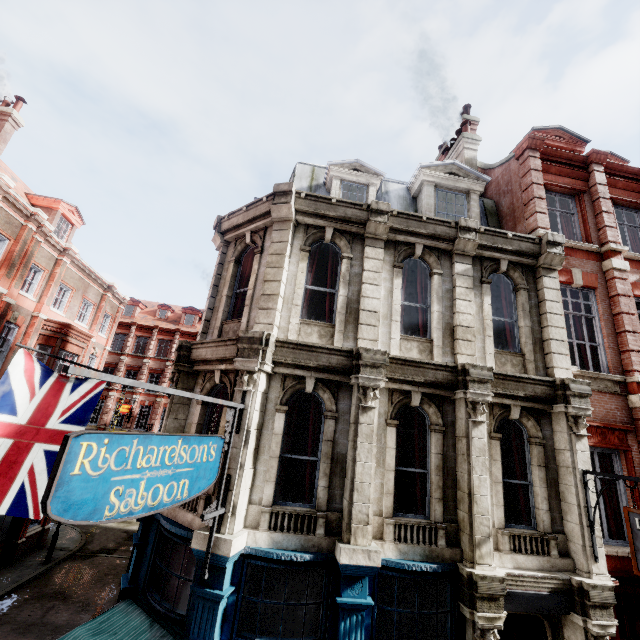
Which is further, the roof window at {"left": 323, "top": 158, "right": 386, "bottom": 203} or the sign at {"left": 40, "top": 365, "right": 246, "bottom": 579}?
the roof window at {"left": 323, "top": 158, "right": 386, "bottom": 203}

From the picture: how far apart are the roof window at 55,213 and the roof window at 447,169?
20.0m

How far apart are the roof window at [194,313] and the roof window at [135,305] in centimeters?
484cm

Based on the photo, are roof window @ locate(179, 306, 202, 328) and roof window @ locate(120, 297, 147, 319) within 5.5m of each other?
yes

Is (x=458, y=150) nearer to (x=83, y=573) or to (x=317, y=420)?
(x=317, y=420)

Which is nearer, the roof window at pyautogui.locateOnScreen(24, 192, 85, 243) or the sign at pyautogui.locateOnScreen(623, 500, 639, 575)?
the sign at pyautogui.locateOnScreen(623, 500, 639, 575)

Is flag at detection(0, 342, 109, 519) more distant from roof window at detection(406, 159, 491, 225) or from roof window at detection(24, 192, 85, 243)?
roof window at detection(24, 192, 85, 243)

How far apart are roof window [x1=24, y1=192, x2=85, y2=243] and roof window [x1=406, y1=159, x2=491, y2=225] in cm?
1995
